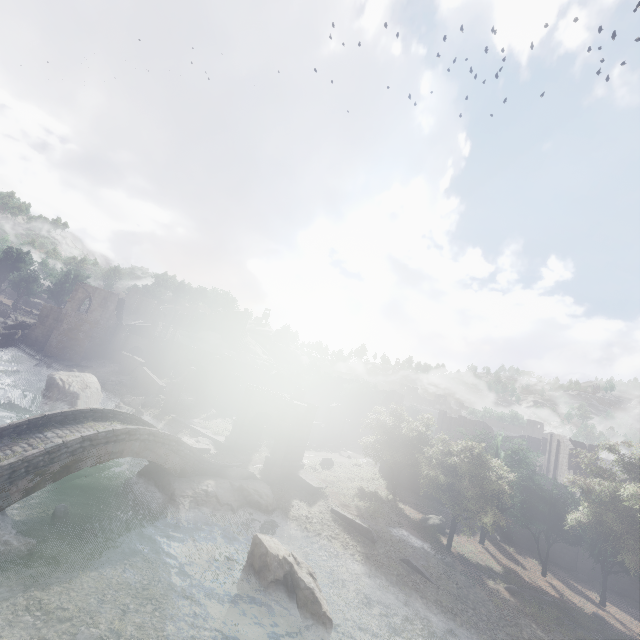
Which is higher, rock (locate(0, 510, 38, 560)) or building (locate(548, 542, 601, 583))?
building (locate(548, 542, 601, 583))

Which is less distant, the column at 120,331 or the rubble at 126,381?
the rubble at 126,381

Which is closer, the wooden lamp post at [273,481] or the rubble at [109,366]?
the wooden lamp post at [273,481]

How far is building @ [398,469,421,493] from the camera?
37.5m

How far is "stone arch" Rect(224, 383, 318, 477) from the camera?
28.7m

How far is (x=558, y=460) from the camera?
43.9m

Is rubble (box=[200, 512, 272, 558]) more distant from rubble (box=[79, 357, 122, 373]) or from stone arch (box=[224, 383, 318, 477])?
rubble (box=[79, 357, 122, 373])

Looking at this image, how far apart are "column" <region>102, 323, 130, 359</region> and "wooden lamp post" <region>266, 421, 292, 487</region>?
36.4 meters
